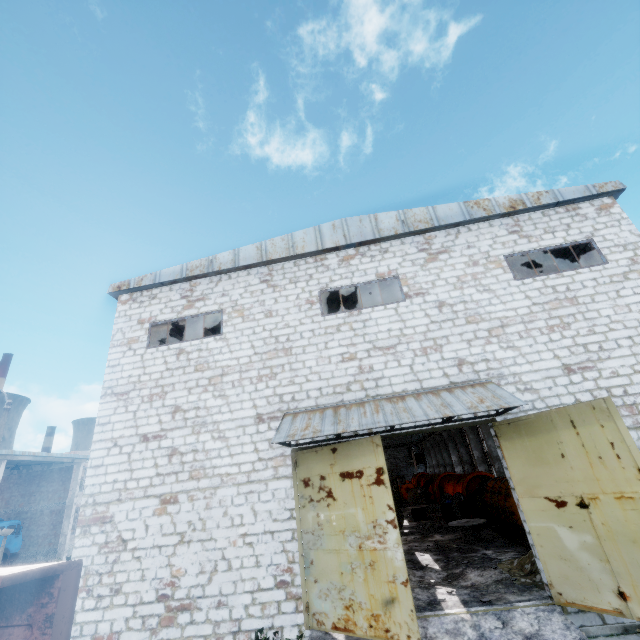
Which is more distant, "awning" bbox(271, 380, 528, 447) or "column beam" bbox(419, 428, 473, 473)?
"column beam" bbox(419, 428, 473, 473)

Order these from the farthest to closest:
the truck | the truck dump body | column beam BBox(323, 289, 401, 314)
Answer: the truck
column beam BBox(323, 289, 401, 314)
the truck dump body

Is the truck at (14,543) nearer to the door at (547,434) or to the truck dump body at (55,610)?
the truck dump body at (55,610)

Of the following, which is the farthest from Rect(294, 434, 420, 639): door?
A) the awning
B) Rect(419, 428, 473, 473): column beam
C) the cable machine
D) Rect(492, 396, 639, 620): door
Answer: Rect(419, 428, 473, 473): column beam

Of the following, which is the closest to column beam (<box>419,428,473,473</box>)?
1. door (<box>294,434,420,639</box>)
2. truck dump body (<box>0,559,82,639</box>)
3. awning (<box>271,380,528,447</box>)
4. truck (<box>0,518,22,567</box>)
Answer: awning (<box>271,380,528,447</box>)

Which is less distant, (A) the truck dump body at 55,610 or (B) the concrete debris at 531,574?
(A) the truck dump body at 55,610

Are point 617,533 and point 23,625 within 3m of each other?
no

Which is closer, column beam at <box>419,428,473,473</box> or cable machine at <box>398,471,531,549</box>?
cable machine at <box>398,471,531,549</box>
